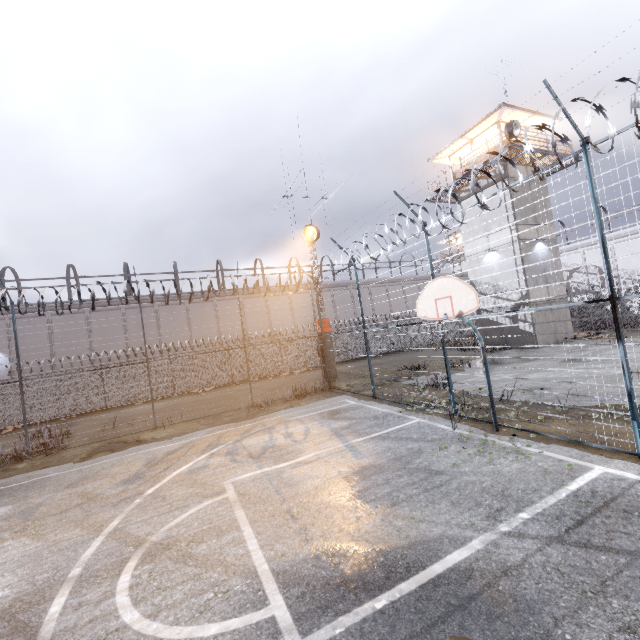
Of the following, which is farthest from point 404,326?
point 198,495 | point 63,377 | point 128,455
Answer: point 63,377

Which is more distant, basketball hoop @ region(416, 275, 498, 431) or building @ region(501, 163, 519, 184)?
building @ region(501, 163, 519, 184)

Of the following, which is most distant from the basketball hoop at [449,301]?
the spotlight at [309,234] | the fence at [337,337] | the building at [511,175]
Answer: the building at [511,175]

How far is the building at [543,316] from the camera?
19.9 meters

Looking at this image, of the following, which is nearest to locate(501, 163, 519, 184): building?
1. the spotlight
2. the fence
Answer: the fence

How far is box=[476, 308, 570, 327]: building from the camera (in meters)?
19.91

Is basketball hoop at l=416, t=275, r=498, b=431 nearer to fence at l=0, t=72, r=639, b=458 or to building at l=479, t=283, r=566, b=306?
fence at l=0, t=72, r=639, b=458

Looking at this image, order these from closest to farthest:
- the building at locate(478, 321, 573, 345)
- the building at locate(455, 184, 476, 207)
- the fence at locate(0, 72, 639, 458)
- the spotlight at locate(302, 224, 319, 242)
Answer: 1. the fence at locate(0, 72, 639, 458)
2. the spotlight at locate(302, 224, 319, 242)
3. the building at locate(478, 321, 573, 345)
4. the building at locate(455, 184, 476, 207)
